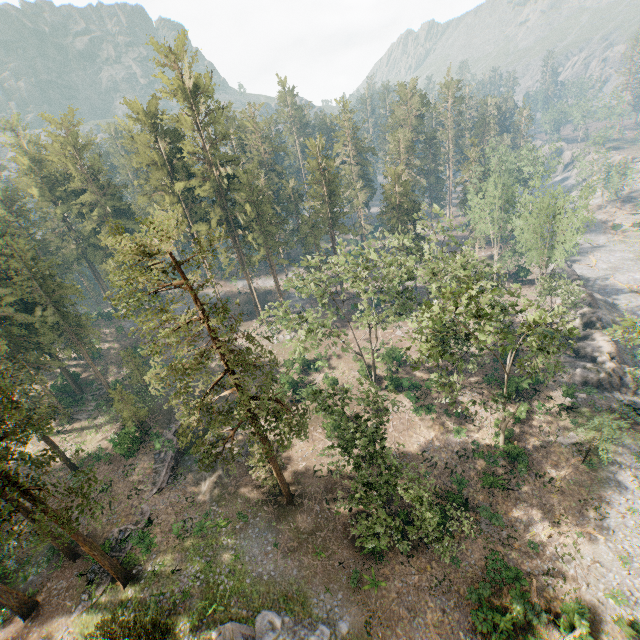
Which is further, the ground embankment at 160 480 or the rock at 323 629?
the ground embankment at 160 480

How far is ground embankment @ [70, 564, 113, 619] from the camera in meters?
24.3

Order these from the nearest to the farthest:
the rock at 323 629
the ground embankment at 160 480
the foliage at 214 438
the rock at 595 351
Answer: the foliage at 214 438 < the rock at 323 629 < the ground embankment at 160 480 < the rock at 595 351

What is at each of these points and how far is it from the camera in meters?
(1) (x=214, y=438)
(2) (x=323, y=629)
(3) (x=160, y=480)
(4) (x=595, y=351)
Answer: (1) foliage, 38.5 m
(2) rock, 22.6 m
(3) ground embankment, 33.2 m
(4) rock, 38.7 m

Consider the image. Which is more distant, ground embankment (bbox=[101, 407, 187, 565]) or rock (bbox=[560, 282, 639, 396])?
rock (bbox=[560, 282, 639, 396])

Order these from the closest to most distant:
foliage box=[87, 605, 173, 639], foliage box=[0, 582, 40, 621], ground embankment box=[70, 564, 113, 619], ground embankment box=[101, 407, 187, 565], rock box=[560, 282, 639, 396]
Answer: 1. foliage box=[87, 605, 173, 639]
2. foliage box=[0, 582, 40, 621]
3. ground embankment box=[70, 564, 113, 619]
4. ground embankment box=[101, 407, 187, 565]
5. rock box=[560, 282, 639, 396]

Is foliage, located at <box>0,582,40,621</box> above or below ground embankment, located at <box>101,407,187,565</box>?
above

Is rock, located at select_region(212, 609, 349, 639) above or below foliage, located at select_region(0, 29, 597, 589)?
below
